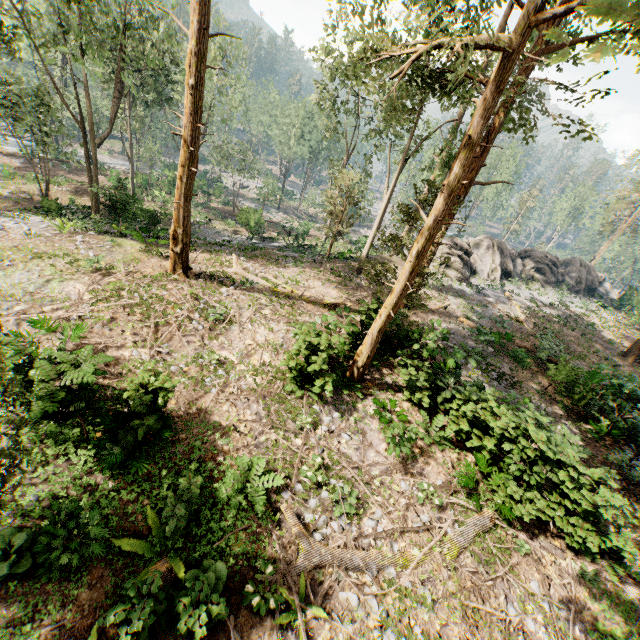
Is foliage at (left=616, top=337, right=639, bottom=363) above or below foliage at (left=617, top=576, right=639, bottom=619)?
above

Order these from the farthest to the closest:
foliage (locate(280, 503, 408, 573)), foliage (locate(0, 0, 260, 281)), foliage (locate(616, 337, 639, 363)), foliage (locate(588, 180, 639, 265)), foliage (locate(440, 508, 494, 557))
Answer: foliage (locate(588, 180, 639, 265)) < foliage (locate(616, 337, 639, 363)) < foliage (locate(0, 0, 260, 281)) < foliage (locate(440, 508, 494, 557)) < foliage (locate(280, 503, 408, 573))

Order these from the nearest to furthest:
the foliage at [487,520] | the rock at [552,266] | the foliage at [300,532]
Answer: the foliage at [300,532] → the foliage at [487,520] → the rock at [552,266]

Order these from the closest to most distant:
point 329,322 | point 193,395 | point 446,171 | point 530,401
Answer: point 193,395, point 329,322, point 530,401, point 446,171

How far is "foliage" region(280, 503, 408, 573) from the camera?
7.4 meters

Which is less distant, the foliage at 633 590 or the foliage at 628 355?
the foliage at 633 590
